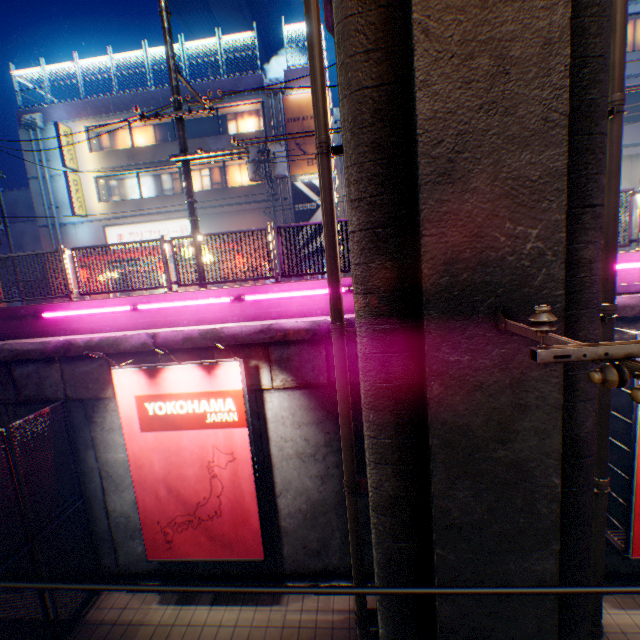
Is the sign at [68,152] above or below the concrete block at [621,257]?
above

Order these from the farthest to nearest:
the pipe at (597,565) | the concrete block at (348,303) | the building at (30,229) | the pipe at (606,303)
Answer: the building at (30,229)
the concrete block at (348,303)
the pipe at (597,565)
the pipe at (606,303)

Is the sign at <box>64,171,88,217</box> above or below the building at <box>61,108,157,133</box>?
below

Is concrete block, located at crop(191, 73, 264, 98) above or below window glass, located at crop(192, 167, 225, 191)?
above

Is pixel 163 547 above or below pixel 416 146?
below

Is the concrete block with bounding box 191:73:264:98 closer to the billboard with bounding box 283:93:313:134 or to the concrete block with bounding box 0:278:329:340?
the billboard with bounding box 283:93:313:134

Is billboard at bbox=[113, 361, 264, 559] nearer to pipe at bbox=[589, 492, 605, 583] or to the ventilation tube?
pipe at bbox=[589, 492, 605, 583]

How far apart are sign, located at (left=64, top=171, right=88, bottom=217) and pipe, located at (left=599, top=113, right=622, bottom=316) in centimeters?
2433cm
